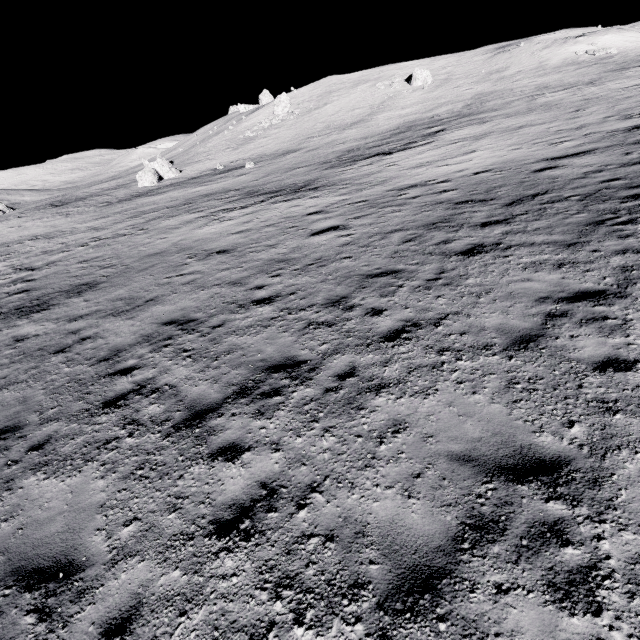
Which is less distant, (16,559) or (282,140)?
(16,559)

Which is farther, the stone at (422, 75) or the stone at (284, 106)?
the stone at (284, 106)

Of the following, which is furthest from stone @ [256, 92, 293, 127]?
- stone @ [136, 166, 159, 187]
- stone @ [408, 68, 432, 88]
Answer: stone @ [136, 166, 159, 187]

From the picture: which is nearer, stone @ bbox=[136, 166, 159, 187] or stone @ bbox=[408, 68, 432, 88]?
stone @ bbox=[136, 166, 159, 187]

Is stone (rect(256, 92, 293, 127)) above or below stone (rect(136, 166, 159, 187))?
above

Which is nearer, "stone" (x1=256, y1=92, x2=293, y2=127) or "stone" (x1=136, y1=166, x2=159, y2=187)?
"stone" (x1=136, y1=166, x2=159, y2=187)

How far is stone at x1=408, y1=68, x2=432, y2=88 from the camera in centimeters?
4956cm

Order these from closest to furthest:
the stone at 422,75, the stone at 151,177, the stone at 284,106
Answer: the stone at 151,177, the stone at 422,75, the stone at 284,106
